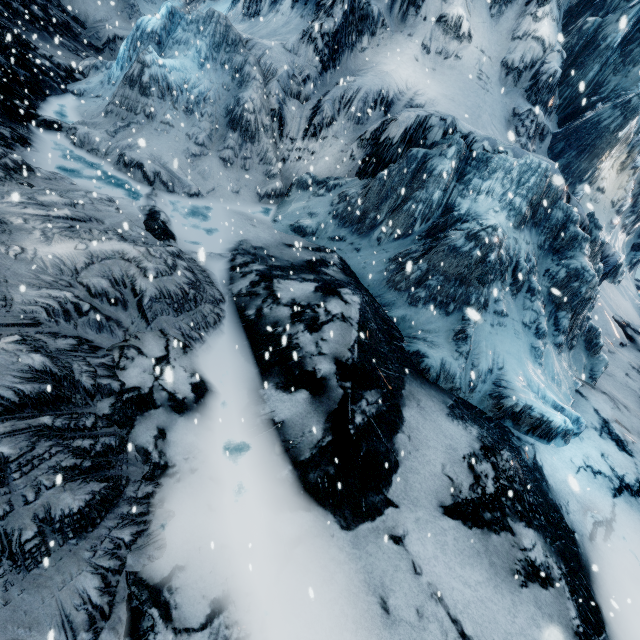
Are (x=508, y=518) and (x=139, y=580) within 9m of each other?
yes
